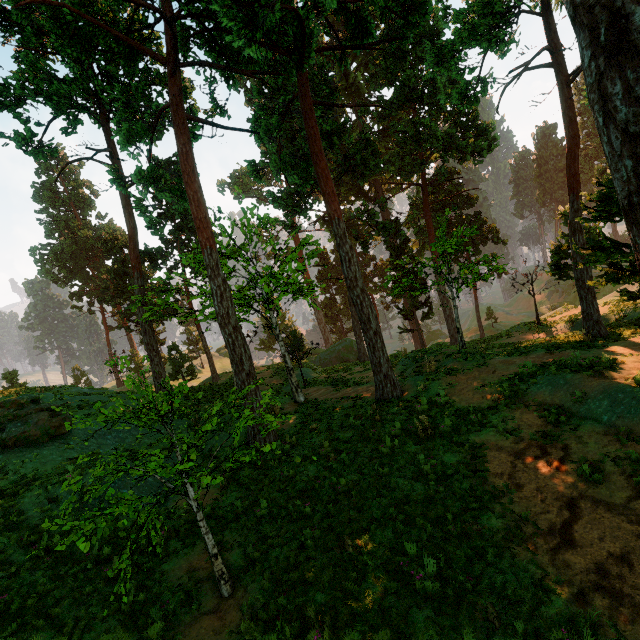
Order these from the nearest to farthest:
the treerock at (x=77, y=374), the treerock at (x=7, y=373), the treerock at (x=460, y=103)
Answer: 1. the treerock at (x=460, y=103)
2. the treerock at (x=7, y=373)
3. the treerock at (x=77, y=374)

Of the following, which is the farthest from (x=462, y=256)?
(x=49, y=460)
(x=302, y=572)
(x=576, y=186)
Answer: (x=49, y=460)

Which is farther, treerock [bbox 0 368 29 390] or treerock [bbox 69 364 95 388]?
treerock [bbox 69 364 95 388]

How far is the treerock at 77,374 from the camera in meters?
25.3 m

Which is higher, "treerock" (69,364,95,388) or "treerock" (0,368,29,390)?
"treerock" (0,368,29,390)

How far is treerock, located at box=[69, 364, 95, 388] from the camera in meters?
25.3 m

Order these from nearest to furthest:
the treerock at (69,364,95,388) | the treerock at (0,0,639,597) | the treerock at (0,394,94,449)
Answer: the treerock at (0,0,639,597)
the treerock at (0,394,94,449)
the treerock at (69,364,95,388)
